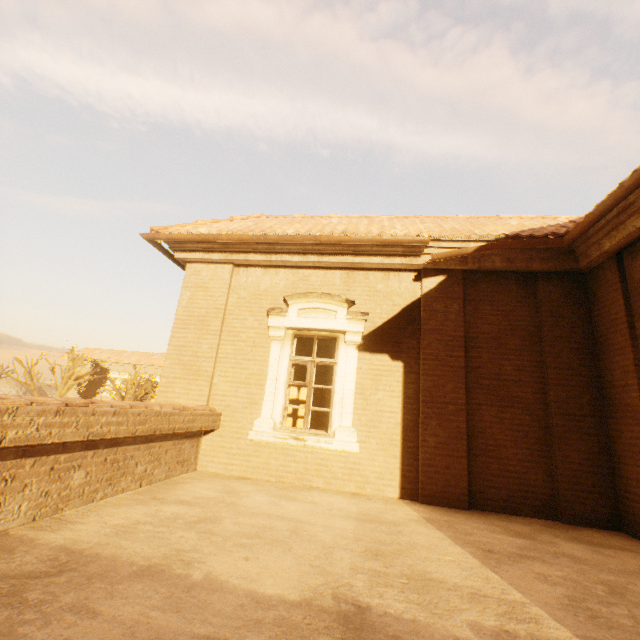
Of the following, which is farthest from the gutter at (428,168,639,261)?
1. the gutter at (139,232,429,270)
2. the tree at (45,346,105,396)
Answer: the tree at (45,346,105,396)

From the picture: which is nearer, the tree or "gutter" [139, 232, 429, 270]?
"gutter" [139, 232, 429, 270]

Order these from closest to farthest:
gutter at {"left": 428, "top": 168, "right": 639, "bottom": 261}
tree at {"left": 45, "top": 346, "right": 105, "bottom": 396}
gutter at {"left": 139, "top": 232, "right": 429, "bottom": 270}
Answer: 1. gutter at {"left": 428, "top": 168, "right": 639, "bottom": 261}
2. gutter at {"left": 139, "top": 232, "right": 429, "bottom": 270}
3. tree at {"left": 45, "top": 346, "right": 105, "bottom": 396}

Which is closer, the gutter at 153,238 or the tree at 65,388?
the gutter at 153,238

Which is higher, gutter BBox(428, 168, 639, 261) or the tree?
gutter BBox(428, 168, 639, 261)

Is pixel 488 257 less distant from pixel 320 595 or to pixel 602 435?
pixel 602 435

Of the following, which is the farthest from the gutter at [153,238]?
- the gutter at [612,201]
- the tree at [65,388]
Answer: the tree at [65,388]

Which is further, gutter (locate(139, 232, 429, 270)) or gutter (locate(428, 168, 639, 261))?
gutter (locate(139, 232, 429, 270))
